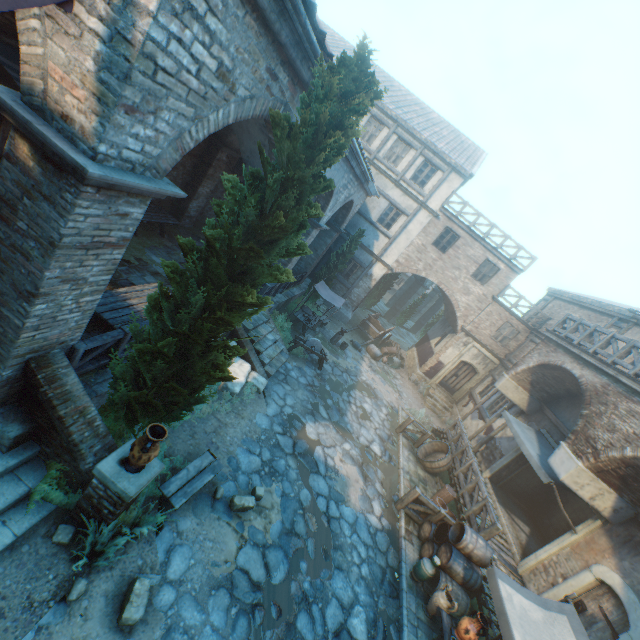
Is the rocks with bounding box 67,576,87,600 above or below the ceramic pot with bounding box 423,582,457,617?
below

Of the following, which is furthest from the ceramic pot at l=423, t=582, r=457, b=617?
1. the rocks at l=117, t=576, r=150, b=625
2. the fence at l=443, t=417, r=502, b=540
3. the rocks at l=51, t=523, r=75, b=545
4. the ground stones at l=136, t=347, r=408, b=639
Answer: the rocks at l=51, t=523, r=75, b=545

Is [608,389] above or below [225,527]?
above

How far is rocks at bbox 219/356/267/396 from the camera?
9.3 meters

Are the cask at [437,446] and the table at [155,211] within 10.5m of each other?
no

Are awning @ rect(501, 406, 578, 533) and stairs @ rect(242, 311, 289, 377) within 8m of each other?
no

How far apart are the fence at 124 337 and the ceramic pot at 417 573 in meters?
8.6 m

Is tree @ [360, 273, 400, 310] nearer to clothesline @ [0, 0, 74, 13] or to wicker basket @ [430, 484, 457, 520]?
clothesline @ [0, 0, 74, 13]
